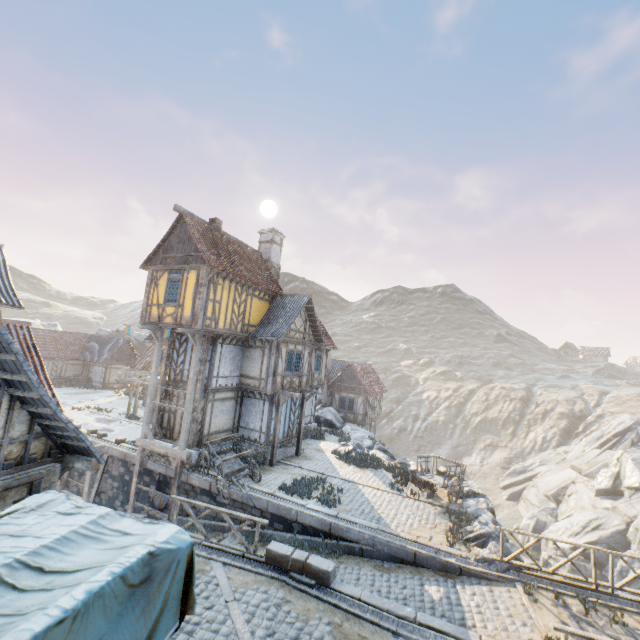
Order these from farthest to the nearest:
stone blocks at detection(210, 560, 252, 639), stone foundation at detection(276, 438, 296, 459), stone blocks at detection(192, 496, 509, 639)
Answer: stone foundation at detection(276, 438, 296, 459)
stone blocks at detection(192, 496, 509, 639)
stone blocks at detection(210, 560, 252, 639)

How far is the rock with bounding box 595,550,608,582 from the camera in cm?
2230

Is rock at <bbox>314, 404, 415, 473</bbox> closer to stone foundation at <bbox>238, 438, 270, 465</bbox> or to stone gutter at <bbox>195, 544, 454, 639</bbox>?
stone gutter at <bbox>195, 544, 454, 639</bbox>

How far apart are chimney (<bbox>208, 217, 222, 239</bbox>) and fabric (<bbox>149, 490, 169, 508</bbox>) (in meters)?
13.26

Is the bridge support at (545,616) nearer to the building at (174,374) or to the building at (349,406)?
the building at (174,374)

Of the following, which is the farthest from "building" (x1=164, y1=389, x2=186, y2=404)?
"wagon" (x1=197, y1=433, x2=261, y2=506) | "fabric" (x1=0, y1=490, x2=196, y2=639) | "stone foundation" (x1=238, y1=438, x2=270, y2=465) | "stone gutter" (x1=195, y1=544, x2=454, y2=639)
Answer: "fabric" (x1=0, y1=490, x2=196, y2=639)

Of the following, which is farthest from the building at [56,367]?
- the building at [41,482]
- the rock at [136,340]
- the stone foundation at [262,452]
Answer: the building at [41,482]

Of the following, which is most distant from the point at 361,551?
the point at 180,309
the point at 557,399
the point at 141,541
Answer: the point at 557,399
